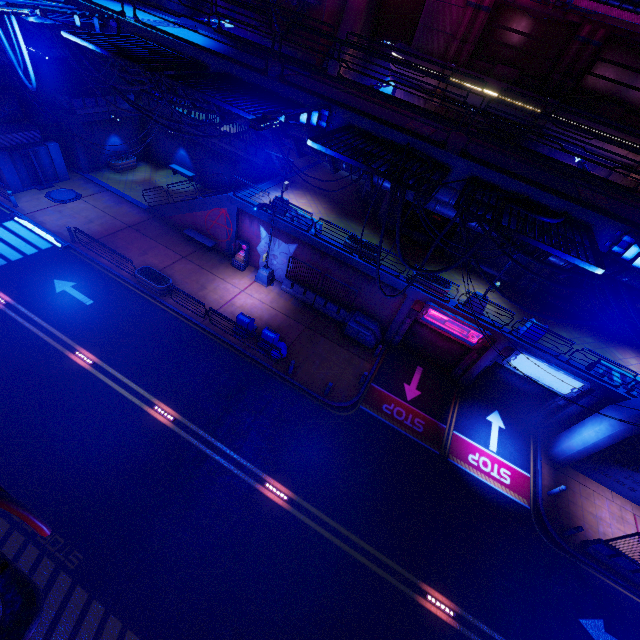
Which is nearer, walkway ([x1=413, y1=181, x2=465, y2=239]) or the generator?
walkway ([x1=413, y1=181, x2=465, y2=239])

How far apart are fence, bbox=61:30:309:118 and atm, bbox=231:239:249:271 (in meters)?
11.99

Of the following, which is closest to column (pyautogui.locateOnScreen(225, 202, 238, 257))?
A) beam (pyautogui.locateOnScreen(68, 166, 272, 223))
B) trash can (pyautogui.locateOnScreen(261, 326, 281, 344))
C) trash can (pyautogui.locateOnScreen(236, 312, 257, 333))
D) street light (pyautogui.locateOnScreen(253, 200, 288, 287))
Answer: beam (pyautogui.locateOnScreen(68, 166, 272, 223))

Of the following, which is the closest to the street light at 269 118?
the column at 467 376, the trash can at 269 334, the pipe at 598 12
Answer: the pipe at 598 12

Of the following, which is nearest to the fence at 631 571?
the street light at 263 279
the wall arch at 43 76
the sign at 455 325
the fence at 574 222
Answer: the sign at 455 325

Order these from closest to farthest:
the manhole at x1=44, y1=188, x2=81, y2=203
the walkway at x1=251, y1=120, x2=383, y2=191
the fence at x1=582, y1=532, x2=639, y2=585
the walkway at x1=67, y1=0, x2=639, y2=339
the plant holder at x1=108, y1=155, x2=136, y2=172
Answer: the walkway at x1=67, y1=0, x2=639, y2=339
the walkway at x1=251, y1=120, x2=383, y2=191
the fence at x1=582, y1=532, x2=639, y2=585
the manhole at x1=44, y1=188, x2=81, y2=203
the plant holder at x1=108, y1=155, x2=136, y2=172

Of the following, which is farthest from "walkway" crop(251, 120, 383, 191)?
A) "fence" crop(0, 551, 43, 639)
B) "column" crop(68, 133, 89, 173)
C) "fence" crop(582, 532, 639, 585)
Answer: "fence" crop(0, 551, 43, 639)

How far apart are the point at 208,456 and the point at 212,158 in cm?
2398
